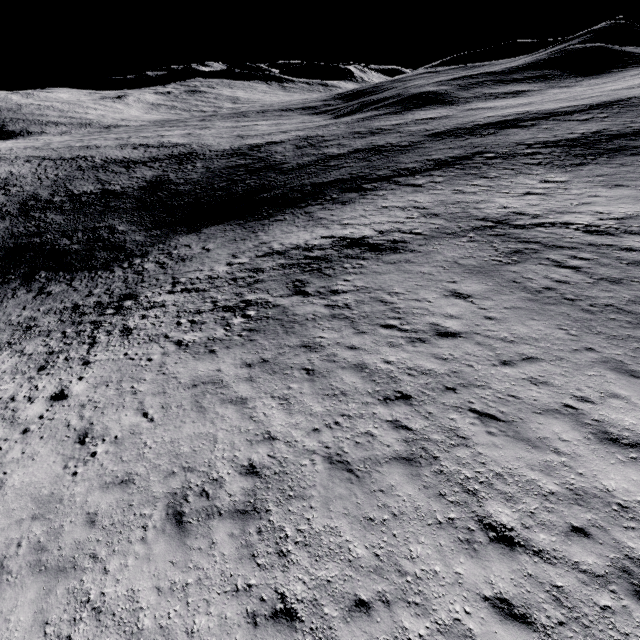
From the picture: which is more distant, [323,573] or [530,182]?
[530,182]
